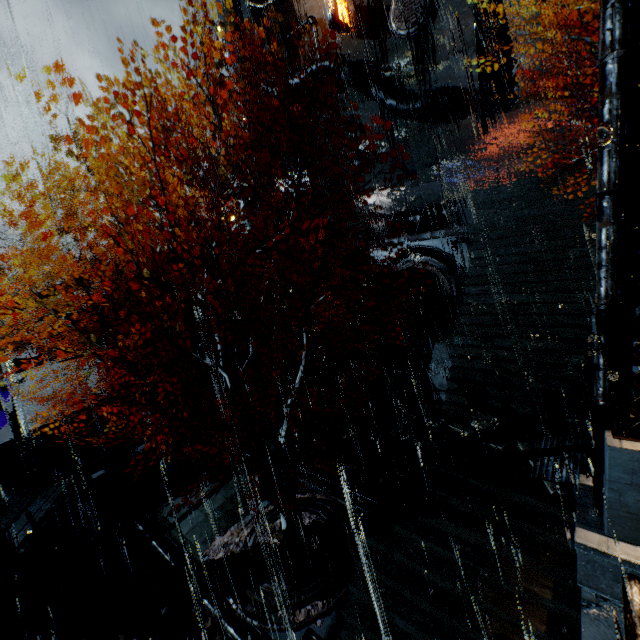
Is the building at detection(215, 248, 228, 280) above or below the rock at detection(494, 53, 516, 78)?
below

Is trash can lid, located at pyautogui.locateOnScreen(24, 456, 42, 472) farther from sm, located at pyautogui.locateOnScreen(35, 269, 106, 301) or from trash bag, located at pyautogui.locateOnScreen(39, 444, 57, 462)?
sm, located at pyautogui.locateOnScreen(35, 269, 106, 301)

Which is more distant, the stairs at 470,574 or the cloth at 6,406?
the cloth at 6,406

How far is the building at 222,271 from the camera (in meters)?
18.50

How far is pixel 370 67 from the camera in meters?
23.6 m

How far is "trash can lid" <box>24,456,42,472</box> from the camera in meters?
15.6 m

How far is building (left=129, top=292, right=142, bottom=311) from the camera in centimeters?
1510cm

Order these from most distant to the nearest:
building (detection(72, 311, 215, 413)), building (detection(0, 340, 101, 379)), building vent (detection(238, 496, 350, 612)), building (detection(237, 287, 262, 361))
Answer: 1. building (detection(237, 287, 262, 361))
2. building (detection(72, 311, 215, 413))
3. building (detection(0, 340, 101, 379))
4. building vent (detection(238, 496, 350, 612))
